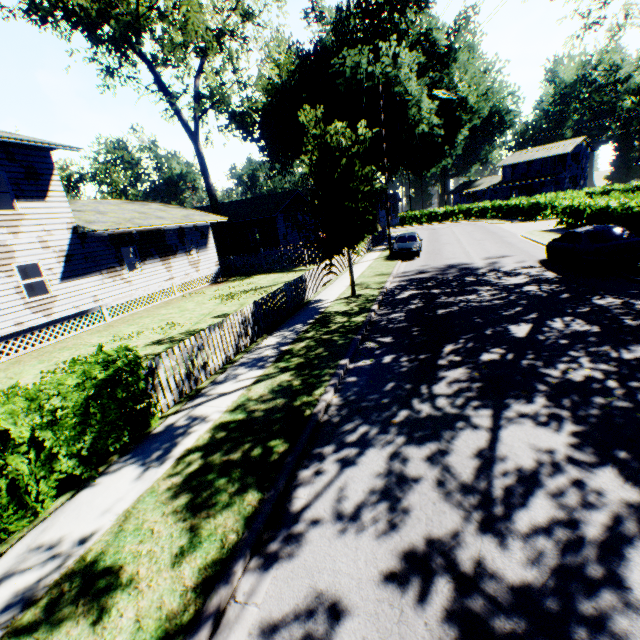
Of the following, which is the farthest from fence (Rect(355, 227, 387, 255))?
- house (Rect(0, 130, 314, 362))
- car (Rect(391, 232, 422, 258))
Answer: house (Rect(0, 130, 314, 362))

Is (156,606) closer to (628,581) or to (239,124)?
(628,581)

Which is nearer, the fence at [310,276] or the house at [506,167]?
the fence at [310,276]

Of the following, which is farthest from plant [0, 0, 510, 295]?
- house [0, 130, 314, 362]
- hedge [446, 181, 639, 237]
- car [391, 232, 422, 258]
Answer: hedge [446, 181, 639, 237]

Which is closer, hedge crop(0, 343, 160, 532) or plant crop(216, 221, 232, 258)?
hedge crop(0, 343, 160, 532)

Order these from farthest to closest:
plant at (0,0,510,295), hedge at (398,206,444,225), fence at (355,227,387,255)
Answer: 1. hedge at (398,206,444,225)
2. fence at (355,227,387,255)
3. plant at (0,0,510,295)

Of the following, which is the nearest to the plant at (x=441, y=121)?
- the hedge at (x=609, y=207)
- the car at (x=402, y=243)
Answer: the car at (x=402, y=243)

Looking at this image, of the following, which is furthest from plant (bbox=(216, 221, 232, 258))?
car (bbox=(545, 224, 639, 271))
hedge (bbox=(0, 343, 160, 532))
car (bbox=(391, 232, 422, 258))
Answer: car (bbox=(545, 224, 639, 271))
